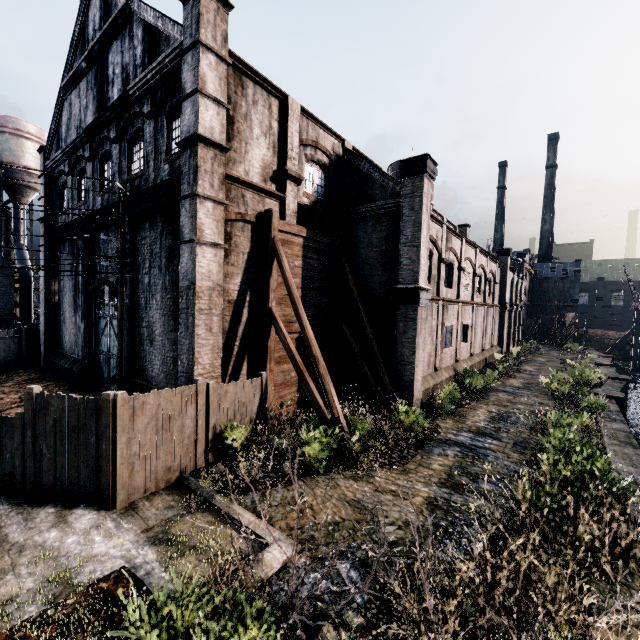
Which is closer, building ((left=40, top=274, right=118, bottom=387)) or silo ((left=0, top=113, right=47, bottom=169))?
building ((left=40, top=274, right=118, bottom=387))

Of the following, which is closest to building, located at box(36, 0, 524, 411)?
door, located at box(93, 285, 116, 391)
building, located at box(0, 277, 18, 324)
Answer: door, located at box(93, 285, 116, 391)

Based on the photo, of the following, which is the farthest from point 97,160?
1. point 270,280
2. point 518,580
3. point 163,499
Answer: point 518,580

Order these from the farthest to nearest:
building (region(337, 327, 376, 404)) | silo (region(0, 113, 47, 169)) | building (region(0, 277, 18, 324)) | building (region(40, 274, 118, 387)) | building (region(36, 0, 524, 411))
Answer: silo (region(0, 113, 47, 169)), building (region(0, 277, 18, 324)), building (region(40, 274, 118, 387)), building (region(337, 327, 376, 404)), building (region(36, 0, 524, 411))

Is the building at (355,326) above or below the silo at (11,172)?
below

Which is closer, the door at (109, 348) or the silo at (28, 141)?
the door at (109, 348)

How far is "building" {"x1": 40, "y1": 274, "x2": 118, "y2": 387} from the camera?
19.30m
